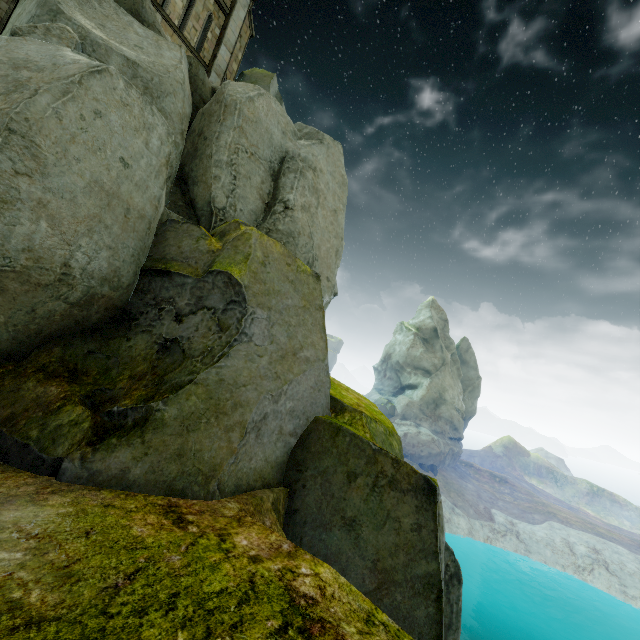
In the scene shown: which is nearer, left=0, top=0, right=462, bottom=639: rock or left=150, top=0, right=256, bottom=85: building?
left=0, top=0, right=462, bottom=639: rock

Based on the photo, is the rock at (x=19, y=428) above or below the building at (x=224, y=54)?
below

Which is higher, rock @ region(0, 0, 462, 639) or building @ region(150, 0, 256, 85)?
building @ region(150, 0, 256, 85)

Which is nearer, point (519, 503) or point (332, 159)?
point (332, 159)

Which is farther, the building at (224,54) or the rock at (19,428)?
the building at (224,54)
